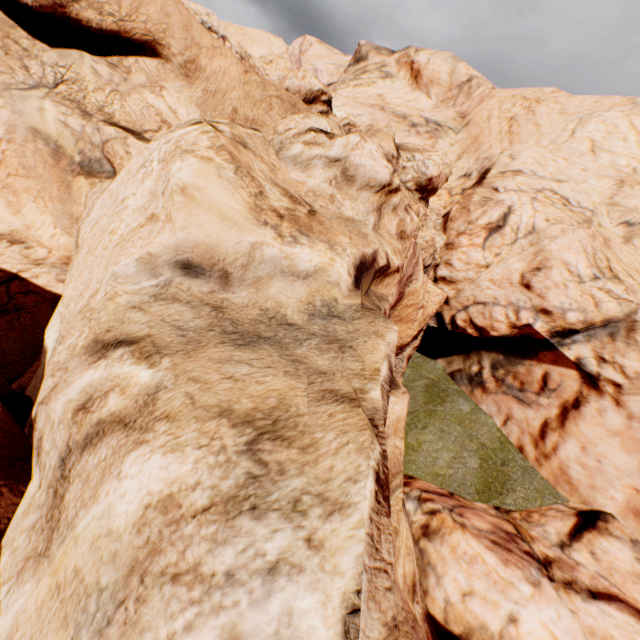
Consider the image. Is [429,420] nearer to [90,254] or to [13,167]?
[90,254]
